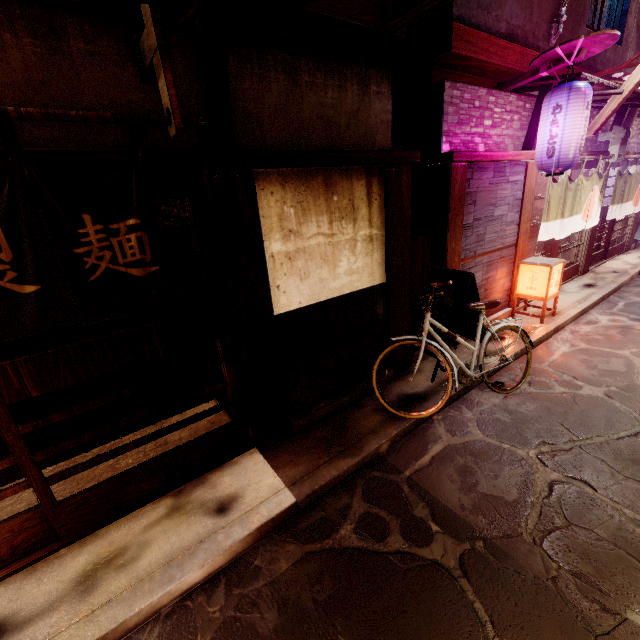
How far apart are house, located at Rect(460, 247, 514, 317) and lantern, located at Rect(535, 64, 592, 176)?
2.37m

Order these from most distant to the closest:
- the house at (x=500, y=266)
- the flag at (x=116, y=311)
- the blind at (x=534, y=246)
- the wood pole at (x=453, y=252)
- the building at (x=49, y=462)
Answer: the blind at (x=534, y=246) → the house at (x=500, y=266) → the wood pole at (x=453, y=252) → the building at (x=49, y=462) → the flag at (x=116, y=311)

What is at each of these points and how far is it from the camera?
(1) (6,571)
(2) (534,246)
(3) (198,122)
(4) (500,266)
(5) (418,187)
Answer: (1) door frame, 4.57m
(2) blind, 12.87m
(3) flag, 4.30m
(4) house, 10.81m
(5) house, 9.12m

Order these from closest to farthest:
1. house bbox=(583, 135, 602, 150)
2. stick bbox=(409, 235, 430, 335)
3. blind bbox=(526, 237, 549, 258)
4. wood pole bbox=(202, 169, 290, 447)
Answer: wood pole bbox=(202, 169, 290, 447) → stick bbox=(409, 235, 430, 335) → blind bbox=(526, 237, 549, 258) → house bbox=(583, 135, 602, 150)

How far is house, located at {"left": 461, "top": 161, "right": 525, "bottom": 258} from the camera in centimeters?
891cm

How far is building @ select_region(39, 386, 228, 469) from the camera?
6.9 meters

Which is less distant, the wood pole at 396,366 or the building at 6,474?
the building at 6,474

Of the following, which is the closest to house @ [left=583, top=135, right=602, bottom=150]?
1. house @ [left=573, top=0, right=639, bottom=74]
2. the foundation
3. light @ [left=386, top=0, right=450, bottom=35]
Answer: light @ [left=386, top=0, right=450, bottom=35]
